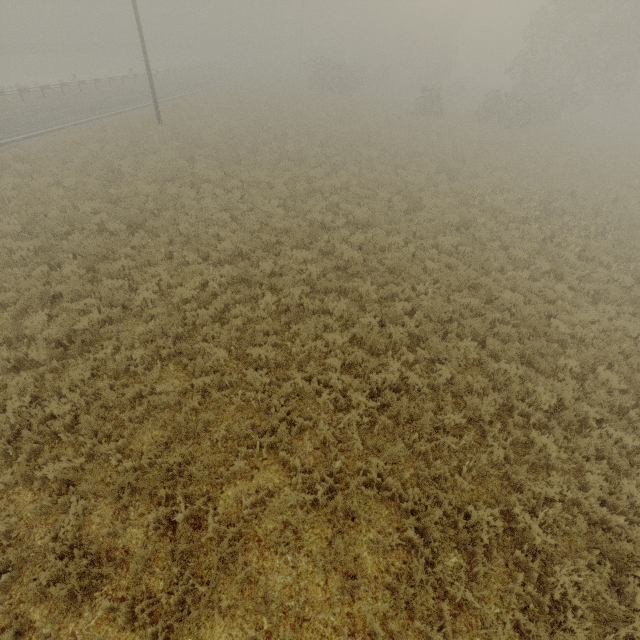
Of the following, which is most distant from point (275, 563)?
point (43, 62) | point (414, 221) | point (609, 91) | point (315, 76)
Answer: point (43, 62)
